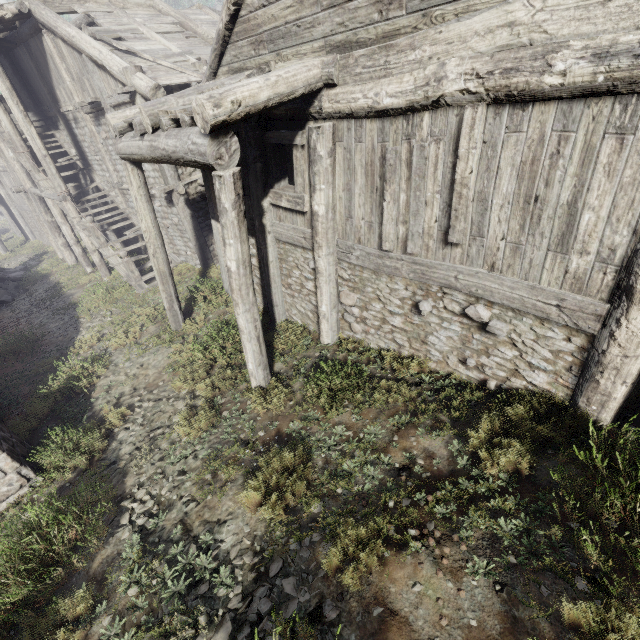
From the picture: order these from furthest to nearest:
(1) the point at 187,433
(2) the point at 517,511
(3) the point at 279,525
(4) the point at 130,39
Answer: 1. (4) the point at 130,39
2. (1) the point at 187,433
3. (3) the point at 279,525
4. (2) the point at 517,511

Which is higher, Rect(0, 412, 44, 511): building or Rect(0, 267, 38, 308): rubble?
Rect(0, 412, 44, 511): building

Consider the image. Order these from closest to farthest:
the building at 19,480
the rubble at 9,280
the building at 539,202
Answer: the building at 539,202
the building at 19,480
the rubble at 9,280

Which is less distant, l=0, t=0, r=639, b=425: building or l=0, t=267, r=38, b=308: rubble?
l=0, t=0, r=639, b=425: building

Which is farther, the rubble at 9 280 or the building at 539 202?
the rubble at 9 280

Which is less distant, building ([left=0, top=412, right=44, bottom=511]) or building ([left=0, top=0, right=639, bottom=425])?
building ([left=0, top=0, right=639, bottom=425])

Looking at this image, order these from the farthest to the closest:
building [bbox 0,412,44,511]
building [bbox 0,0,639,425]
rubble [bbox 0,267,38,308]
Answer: rubble [bbox 0,267,38,308] → building [bbox 0,412,44,511] → building [bbox 0,0,639,425]
